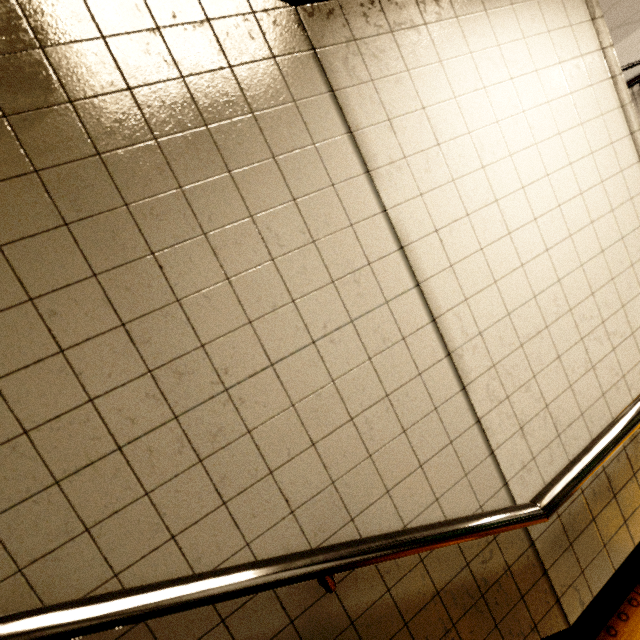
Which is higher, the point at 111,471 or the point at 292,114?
the point at 292,114

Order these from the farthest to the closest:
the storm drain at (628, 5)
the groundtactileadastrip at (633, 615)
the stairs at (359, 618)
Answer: the storm drain at (628, 5), the groundtactileadastrip at (633, 615), the stairs at (359, 618)

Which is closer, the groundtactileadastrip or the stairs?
the stairs

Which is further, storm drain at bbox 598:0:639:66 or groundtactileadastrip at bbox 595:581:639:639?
storm drain at bbox 598:0:639:66

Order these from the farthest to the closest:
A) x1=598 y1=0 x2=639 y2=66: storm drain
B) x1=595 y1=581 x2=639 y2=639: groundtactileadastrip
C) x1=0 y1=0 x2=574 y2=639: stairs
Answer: x1=598 y1=0 x2=639 y2=66: storm drain, x1=595 y1=581 x2=639 y2=639: groundtactileadastrip, x1=0 y1=0 x2=574 y2=639: stairs

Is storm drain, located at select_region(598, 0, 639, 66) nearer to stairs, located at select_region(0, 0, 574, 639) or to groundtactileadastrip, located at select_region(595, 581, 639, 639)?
stairs, located at select_region(0, 0, 574, 639)

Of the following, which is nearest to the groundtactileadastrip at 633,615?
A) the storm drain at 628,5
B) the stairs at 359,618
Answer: the stairs at 359,618

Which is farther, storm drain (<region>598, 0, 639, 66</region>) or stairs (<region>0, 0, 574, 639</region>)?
storm drain (<region>598, 0, 639, 66</region>)
